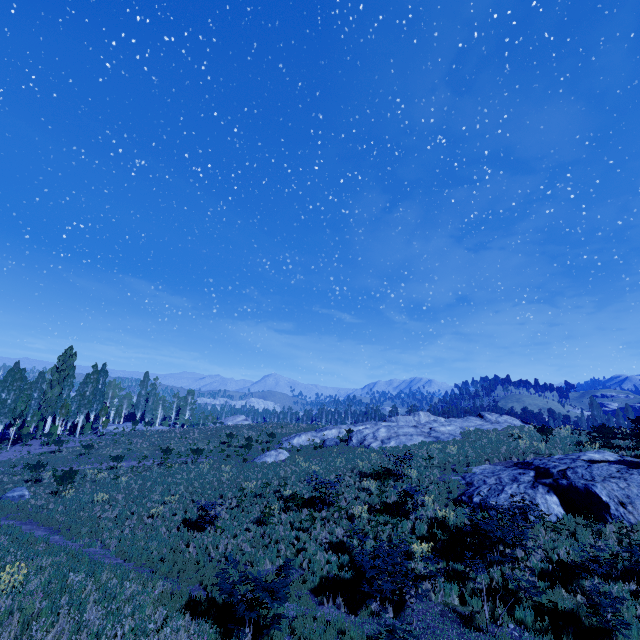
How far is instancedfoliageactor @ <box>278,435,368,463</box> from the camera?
28.3 meters

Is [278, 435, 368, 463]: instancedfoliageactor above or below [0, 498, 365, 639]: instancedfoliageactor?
above

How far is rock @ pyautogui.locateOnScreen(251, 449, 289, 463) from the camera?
29.1m

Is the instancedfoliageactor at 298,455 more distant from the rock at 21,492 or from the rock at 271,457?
the rock at 271,457

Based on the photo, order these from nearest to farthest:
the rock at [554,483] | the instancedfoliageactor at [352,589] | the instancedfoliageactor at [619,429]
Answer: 1. the instancedfoliageactor at [352,589]
2. the rock at [554,483]
3. the instancedfoliageactor at [619,429]

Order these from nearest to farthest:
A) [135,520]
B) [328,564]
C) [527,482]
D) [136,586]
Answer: [136,586], [328,564], [527,482], [135,520]

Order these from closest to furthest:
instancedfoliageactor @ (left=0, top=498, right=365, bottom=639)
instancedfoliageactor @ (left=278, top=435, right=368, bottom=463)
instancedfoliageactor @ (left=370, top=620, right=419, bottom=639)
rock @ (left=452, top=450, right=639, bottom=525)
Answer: instancedfoliageactor @ (left=370, top=620, right=419, bottom=639) < instancedfoliageactor @ (left=0, top=498, right=365, bottom=639) < rock @ (left=452, top=450, right=639, bottom=525) < instancedfoliageactor @ (left=278, top=435, right=368, bottom=463)
